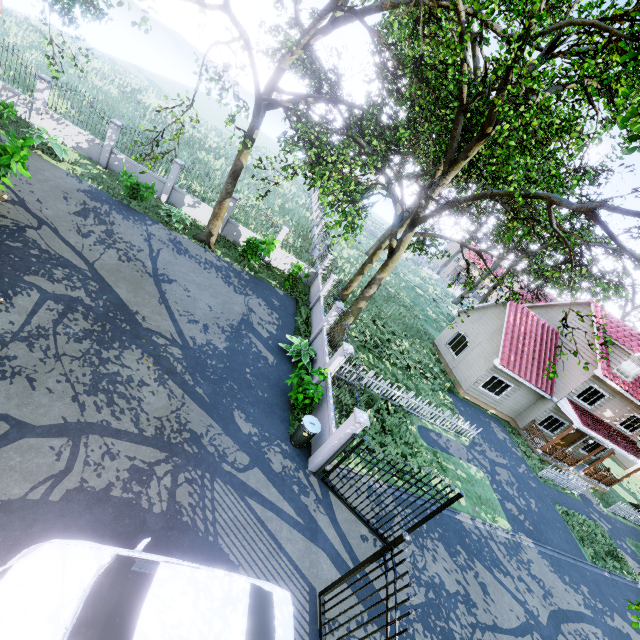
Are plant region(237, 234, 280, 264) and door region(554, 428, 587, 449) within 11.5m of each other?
no

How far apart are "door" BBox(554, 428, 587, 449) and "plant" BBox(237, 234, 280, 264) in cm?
2348

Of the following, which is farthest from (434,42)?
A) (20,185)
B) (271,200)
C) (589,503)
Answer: (589,503)

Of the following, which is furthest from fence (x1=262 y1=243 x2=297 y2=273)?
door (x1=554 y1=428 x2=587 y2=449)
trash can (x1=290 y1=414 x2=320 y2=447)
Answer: door (x1=554 y1=428 x2=587 y2=449)

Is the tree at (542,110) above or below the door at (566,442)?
above

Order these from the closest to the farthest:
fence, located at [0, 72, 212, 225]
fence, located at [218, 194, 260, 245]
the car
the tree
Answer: the car < the tree < fence, located at [0, 72, 212, 225] < fence, located at [218, 194, 260, 245]

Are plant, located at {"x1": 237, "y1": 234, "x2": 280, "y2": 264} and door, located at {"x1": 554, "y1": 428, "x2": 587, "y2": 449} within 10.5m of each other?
no

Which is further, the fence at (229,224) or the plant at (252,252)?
the fence at (229,224)
